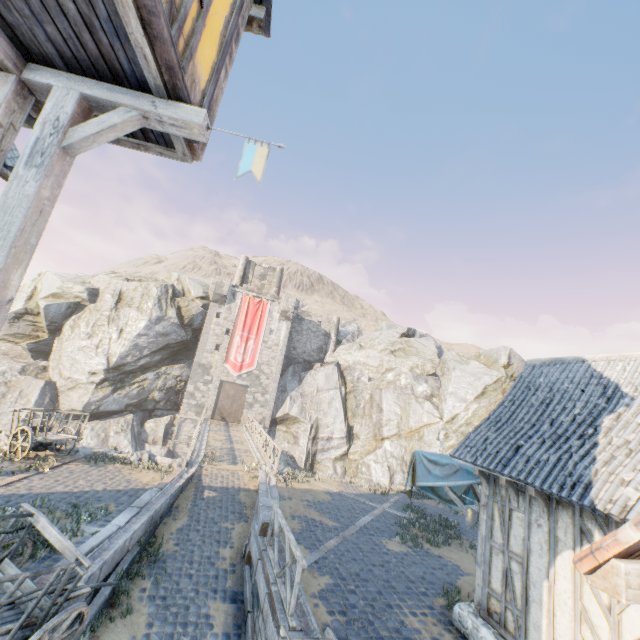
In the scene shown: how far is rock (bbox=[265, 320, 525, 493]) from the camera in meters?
28.1

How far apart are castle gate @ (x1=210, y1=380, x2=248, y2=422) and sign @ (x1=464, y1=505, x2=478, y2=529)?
28.2m

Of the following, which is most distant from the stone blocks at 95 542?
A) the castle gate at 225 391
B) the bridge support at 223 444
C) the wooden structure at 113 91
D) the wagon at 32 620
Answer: the castle gate at 225 391

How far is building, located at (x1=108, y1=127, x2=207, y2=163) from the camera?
3.9 meters

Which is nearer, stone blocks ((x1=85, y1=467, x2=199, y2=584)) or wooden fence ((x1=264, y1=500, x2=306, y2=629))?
wooden fence ((x1=264, y1=500, x2=306, y2=629))

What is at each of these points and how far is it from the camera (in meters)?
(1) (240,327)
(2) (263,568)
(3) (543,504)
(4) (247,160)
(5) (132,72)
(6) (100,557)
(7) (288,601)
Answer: (1) flag, 34.59
(2) stone blocks, 7.79
(3) wooden structure, 6.09
(4) flag, 3.45
(5) building, 3.14
(6) stone gutter, 6.98
(7) wooden fence, 6.27

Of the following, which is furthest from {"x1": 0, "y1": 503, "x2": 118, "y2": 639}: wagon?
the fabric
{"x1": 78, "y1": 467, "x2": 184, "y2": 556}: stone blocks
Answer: the fabric

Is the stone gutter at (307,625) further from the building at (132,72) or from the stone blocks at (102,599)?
the building at (132,72)
